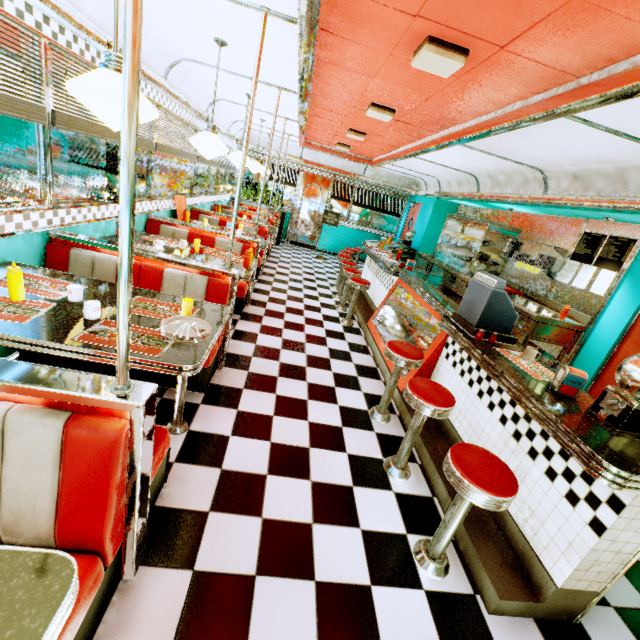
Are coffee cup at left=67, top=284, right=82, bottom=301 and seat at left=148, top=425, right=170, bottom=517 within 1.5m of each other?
yes

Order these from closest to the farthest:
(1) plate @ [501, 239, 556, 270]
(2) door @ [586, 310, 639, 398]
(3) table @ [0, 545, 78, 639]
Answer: (3) table @ [0, 545, 78, 639]
(2) door @ [586, 310, 639, 398]
(1) plate @ [501, 239, 556, 270]

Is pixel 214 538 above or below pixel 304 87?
below

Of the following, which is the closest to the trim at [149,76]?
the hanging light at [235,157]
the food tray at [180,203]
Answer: the hanging light at [235,157]

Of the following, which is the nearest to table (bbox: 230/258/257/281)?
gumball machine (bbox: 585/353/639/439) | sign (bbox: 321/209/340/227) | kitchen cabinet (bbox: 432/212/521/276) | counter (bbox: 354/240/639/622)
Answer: counter (bbox: 354/240/639/622)

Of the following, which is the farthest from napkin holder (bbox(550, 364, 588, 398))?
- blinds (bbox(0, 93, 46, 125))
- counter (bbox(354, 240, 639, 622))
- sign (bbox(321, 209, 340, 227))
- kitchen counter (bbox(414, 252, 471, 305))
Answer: sign (bbox(321, 209, 340, 227))

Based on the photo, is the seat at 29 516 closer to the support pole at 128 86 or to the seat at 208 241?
the support pole at 128 86

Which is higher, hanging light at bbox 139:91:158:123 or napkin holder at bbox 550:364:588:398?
hanging light at bbox 139:91:158:123
